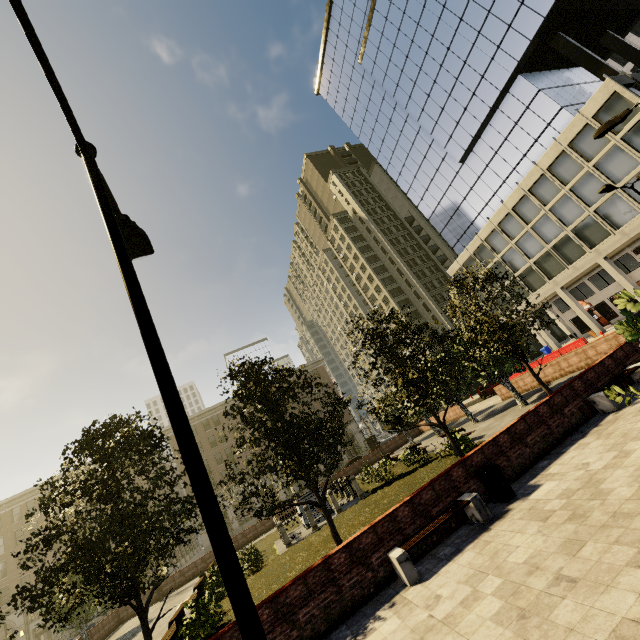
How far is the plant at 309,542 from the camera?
12.5 meters

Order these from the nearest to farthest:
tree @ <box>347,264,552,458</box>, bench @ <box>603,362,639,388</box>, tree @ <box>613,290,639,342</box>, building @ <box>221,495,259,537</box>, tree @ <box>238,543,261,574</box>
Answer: tree @ <box>613,290,639,342</box> < bench @ <box>603,362,639,388</box> < tree @ <box>347,264,552,458</box> < tree @ <box>238,543,261,574</box> < building @ <box>221,495,259,537</box>

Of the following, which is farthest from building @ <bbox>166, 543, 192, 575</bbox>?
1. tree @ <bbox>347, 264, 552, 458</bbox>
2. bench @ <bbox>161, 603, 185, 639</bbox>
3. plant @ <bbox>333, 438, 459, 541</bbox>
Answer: bench @ <bbox>161, 603, 185, 639</bbox>

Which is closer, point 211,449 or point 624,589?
point 624,589

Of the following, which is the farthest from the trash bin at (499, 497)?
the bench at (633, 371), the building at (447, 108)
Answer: the building at (447, 108)

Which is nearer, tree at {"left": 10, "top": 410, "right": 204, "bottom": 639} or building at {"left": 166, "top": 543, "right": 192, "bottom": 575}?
tree at {"left": 10, "top": 410, "right": 204, "bottom": 639}

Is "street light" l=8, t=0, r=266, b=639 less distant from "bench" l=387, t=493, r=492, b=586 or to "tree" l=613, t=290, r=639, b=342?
"tree" l=613, t=290, r=639, b=342

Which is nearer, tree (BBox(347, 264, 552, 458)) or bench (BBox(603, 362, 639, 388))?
bench (BBox(603, 362, 639, 388))
